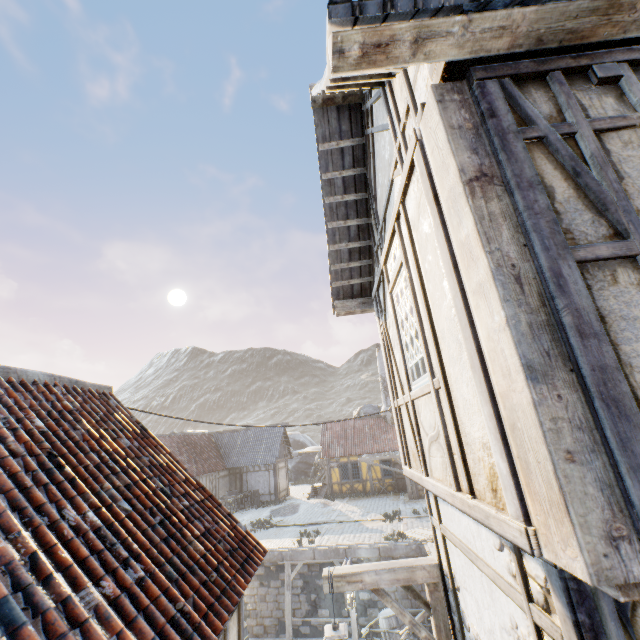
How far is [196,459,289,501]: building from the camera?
24.7m

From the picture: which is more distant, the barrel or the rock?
the rock

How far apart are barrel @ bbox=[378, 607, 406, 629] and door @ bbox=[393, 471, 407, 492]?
12.30m

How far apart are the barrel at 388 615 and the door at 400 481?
12.3m

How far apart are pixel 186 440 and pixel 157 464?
23.6m

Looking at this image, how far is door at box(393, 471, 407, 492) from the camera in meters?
23.8 m

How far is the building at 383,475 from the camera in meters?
24.7

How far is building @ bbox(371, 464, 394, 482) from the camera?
24.7 meters
